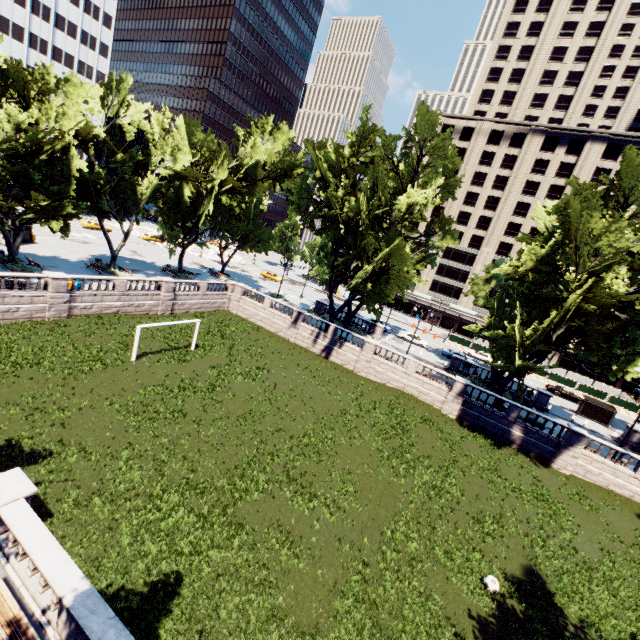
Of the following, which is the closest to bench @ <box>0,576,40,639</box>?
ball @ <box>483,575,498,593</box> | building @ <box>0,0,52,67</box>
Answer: ball @ <box>483,575,498,593</box>

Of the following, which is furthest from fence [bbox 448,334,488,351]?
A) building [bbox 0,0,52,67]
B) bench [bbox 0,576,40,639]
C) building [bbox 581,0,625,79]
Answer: building [bbox 0,0,52,67]

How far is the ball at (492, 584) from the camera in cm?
1487

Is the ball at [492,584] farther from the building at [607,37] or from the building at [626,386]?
the building at [607,37]

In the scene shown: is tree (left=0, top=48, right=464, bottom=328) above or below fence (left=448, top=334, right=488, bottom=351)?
above

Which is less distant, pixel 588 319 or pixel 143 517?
pixel 143 517

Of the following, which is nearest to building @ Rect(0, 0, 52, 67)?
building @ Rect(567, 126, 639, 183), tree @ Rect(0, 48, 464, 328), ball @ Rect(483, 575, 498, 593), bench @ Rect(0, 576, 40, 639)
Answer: tree @ Rect(0, 48, 464, 328)

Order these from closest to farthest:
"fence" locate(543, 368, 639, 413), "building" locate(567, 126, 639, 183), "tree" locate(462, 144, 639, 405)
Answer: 1. "tree" locate(462, 144, 639, 405)
2. "fence" locate(543, 368, 639, 413)
3. "building" locate(567, 126, 639, 183)
